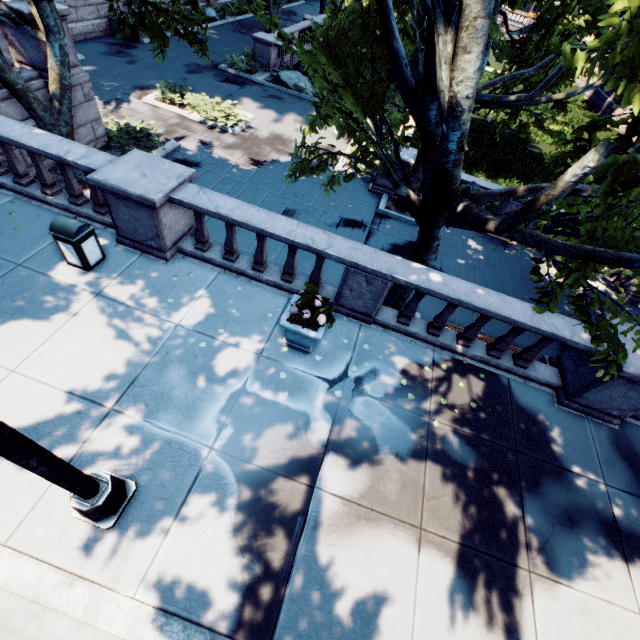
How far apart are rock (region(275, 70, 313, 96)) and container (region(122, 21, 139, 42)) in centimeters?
885cm

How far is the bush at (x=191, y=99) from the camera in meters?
15.4 m

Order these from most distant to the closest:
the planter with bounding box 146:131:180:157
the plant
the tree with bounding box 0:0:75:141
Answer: the planter with bounding box 146:131:180:157, the tree with bounding box 0:0:75:141, the plant

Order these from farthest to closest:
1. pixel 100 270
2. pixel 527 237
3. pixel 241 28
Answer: pixel 241 28, pixel 100 270, pixel 527 237

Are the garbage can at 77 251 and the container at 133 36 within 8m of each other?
no

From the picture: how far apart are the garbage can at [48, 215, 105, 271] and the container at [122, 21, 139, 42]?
21.6m

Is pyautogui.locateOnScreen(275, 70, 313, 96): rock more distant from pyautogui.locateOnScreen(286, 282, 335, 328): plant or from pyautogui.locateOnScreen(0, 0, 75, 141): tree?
pyautogui.locateOnScreen(286, 282, 335, 328): plant

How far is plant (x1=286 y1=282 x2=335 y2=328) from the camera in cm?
571
